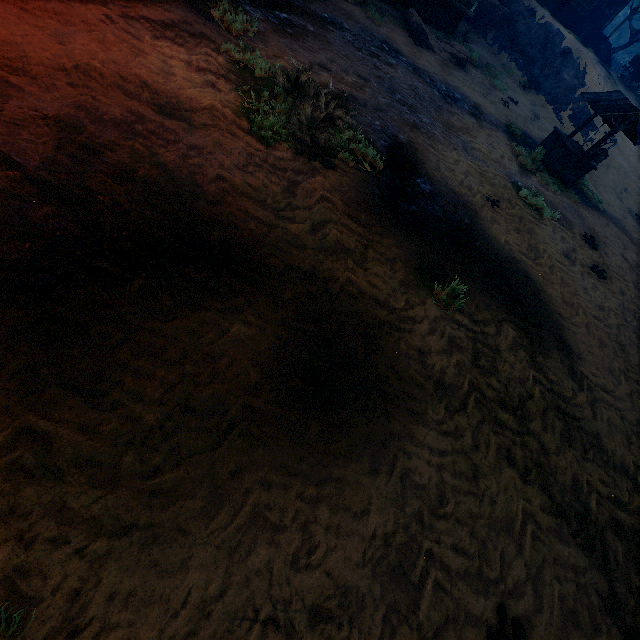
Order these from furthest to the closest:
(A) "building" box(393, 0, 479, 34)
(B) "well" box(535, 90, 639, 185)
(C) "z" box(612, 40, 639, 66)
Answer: (C) "z" box(612, 40, 639, 66), (A) "building" box(393, 0, 479, 34), (B) "well" box(535, 90, 639, 185)

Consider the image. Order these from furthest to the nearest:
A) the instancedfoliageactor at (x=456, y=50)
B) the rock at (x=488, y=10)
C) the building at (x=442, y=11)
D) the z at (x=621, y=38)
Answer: the z at (x=621, y=38), the rock at (x=488, y=10), the building at (x=442, y=11), the instancedfoliageactor at (x=456, y=50)

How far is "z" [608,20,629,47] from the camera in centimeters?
3469cm

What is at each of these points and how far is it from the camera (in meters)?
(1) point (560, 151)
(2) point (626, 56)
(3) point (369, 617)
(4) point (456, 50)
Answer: (1) well, 10.56
(2) z, 33.97
(3) z, 2.30
(4) instancedfoliageactor, 12.49

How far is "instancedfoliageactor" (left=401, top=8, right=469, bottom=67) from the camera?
11.4 meters

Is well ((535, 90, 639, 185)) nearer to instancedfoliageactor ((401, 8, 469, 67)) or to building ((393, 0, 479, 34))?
instancedfoliageactor ((401, 8, 469, 67))

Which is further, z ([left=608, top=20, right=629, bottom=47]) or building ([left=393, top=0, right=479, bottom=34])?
z ([left=608, top=20, right=629, bottom=47])

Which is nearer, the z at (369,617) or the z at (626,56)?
the z at (369,617)
